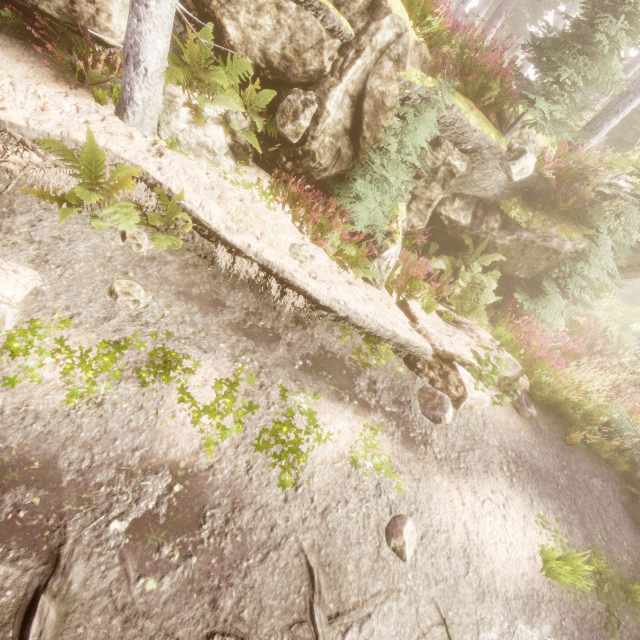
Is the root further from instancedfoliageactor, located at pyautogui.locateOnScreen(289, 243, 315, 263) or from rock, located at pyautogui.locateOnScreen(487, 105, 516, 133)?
rock, located at pyautogui.locateOnScreen(487, 105, 516, 133)

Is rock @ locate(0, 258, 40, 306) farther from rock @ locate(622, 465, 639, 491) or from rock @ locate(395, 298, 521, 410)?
rock @ locate(622, 465, 639, 491)

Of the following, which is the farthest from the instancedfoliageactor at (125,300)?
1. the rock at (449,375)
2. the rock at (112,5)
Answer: the rock at (449,375)

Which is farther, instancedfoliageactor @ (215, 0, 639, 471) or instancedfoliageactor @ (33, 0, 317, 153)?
instancedfoliageactor @ (215, 0, 639, 471)

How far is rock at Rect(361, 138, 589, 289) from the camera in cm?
695

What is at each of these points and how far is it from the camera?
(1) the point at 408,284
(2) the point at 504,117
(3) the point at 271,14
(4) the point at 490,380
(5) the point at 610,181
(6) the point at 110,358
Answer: (1) instancedfoliageactor, 7.79m
(2) rock, 7.26m
(3) rock, 5.28m
(4) instancedfoliageactor, 5.94m
(5) rock, 8.13m
(6) instancedfoliageactor, 3.53m

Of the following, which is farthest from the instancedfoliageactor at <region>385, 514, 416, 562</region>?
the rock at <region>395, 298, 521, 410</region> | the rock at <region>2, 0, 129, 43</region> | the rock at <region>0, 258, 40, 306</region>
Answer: the rock at <region>0, 258, 40, 306</region>

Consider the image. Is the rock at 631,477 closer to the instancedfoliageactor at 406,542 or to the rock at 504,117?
the instancedfoliageactor at 406,542
